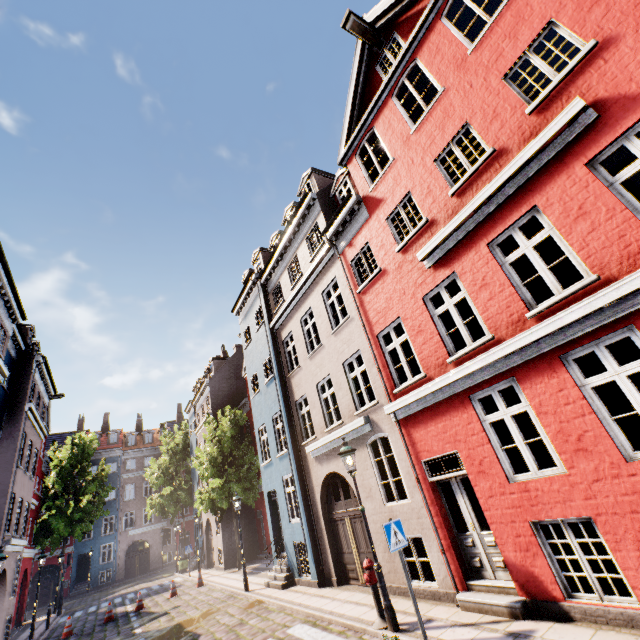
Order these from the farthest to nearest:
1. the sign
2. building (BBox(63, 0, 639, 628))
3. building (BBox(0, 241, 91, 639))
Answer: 1. building (BBox(0, 241, 91, 639))
2. the sign
3. building (BBox(63, 0, 639, 628))

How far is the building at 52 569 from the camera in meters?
31.6 m

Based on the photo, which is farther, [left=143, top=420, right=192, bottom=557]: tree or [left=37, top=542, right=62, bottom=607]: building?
[left=37, top=542, right=62, bottom=607]: building

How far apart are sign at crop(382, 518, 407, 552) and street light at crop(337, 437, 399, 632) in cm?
98

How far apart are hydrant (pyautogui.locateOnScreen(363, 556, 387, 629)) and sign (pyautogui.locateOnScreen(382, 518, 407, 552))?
1.46m

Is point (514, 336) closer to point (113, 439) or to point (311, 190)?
point (311, 190)

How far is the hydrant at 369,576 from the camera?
6.9 meters

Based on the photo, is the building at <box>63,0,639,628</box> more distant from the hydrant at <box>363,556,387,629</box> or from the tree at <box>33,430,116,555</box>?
the tree at <box>33,430,116,555</box>
